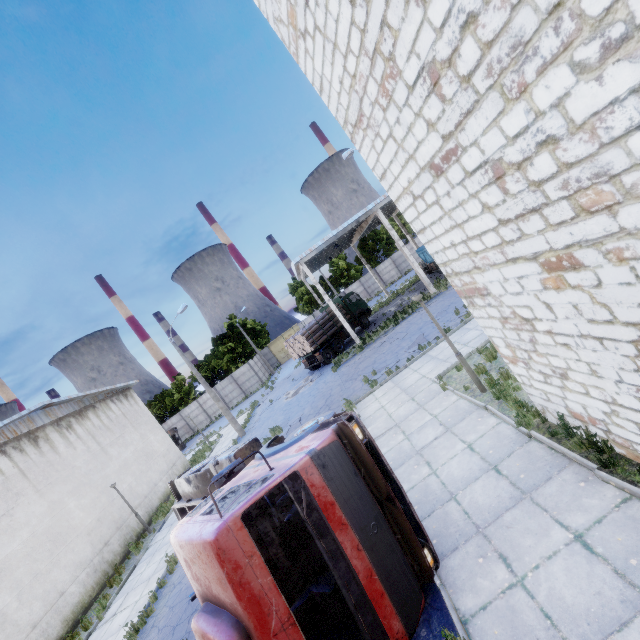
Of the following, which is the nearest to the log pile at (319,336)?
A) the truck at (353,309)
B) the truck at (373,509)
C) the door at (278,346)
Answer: the truck at (353,309)

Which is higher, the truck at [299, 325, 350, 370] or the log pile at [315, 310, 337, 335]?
the log pile at [315, 310, 337, 335]

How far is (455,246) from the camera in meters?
5.4 m

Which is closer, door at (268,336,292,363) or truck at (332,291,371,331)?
truck at (332,291,371,331)

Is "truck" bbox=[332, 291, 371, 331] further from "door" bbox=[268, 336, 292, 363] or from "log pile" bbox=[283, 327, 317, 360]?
"door" bbox=[268, 336, 292, 363]

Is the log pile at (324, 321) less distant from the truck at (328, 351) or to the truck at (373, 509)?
the truck at (328, 351)

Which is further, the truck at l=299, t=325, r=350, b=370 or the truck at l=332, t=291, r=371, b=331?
the truck at l=332, t=291, r=371, b=331
